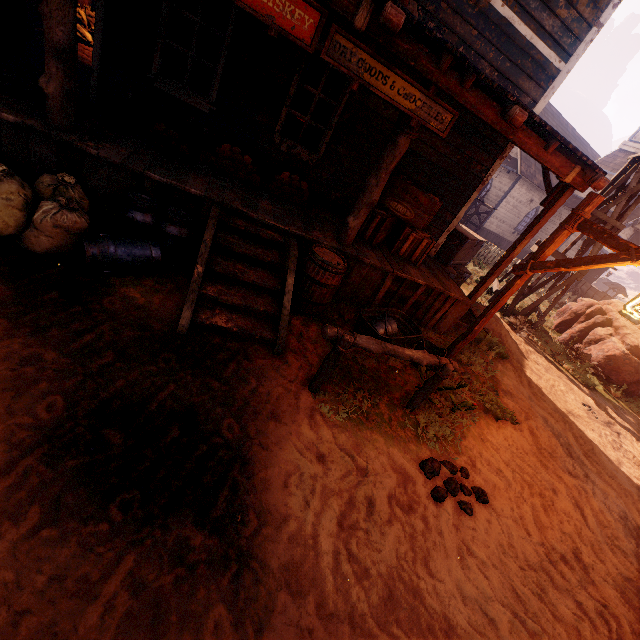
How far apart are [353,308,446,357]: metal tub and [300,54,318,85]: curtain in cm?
400

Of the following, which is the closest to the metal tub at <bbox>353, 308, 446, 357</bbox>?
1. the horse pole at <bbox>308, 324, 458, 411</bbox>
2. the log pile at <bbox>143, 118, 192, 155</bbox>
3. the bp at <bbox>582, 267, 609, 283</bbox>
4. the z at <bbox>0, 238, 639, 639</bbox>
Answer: the z at <bbox>0, 238, 639, 639</bbox>

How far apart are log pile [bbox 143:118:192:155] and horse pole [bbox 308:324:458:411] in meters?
3.9

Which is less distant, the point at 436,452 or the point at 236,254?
the point at 436,452

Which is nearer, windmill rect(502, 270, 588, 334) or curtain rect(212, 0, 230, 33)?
curtain rect(212, 0, 230, 33)

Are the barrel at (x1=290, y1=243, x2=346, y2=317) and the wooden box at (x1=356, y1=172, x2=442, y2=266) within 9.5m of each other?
yes

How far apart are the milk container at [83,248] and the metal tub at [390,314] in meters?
2.8

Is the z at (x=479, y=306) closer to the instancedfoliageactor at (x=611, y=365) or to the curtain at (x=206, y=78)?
the instancedfoliageactor at (x=611, y=365)
